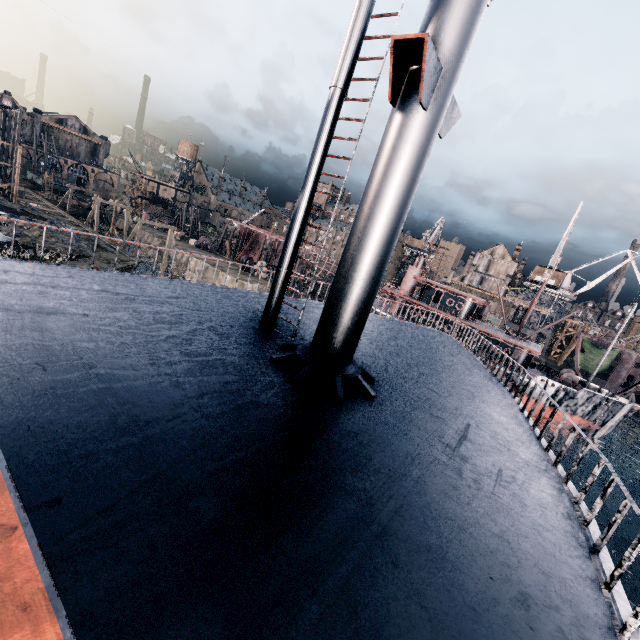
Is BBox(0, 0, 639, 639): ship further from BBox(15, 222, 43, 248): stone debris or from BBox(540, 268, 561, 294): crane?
BBox(540, 268, 561, 294): crane

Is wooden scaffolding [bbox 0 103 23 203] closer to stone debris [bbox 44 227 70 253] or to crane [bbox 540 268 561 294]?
stone debris [bbox 44 227 70 253]

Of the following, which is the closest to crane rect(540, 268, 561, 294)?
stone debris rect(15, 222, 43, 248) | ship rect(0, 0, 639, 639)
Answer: ship rect(0, 0, 639, 639)

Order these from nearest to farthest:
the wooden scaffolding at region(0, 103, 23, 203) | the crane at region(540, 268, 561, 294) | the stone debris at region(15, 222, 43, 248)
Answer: the stone debris at region(15, 222, 43, 248) < the wooden scaffolding at region(0, 103, 23, 203) < the crane at region(540, 268, 561, 294)

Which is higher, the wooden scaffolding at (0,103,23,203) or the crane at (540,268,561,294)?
the crane at (540,268,561,294)

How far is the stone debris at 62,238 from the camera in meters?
31.5

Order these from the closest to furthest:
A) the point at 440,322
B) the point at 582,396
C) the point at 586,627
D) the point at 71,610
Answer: the point at 71,610
the point at 586,627
the point at 582,396
the point at 440,322

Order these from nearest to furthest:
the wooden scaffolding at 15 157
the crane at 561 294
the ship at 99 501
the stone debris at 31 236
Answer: the ship at 99 501, the stone debris at 31 236, the wooden scaffolding at 15 157, the crane at 561 294
